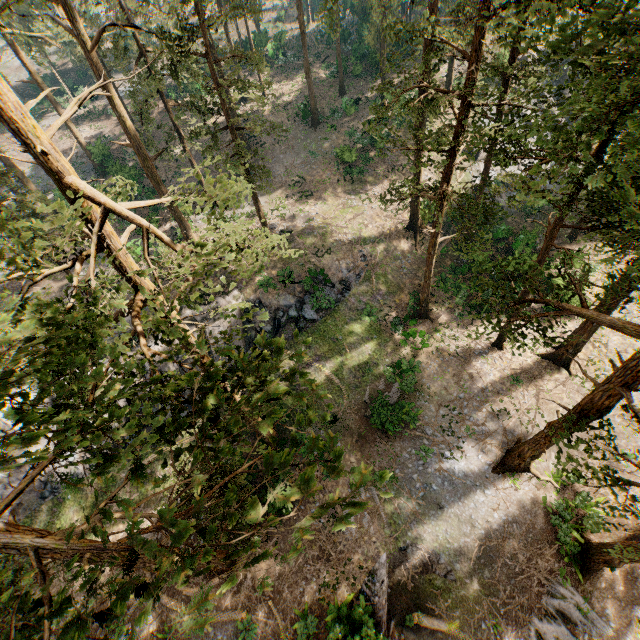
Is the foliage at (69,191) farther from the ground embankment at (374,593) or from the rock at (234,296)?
the rock at (234,296)

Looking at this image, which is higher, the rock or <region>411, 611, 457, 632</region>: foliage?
the rock

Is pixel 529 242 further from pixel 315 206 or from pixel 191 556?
pixel 191 556

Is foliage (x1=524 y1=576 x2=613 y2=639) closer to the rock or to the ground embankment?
the ground embankment

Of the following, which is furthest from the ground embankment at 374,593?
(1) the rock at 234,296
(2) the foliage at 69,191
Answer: (1) the rock at 234,296

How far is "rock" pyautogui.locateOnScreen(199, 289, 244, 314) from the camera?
25.0m

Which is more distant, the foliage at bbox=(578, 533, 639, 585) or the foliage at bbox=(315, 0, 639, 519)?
the foliage at bbox=(578, 533, 639, 585)
